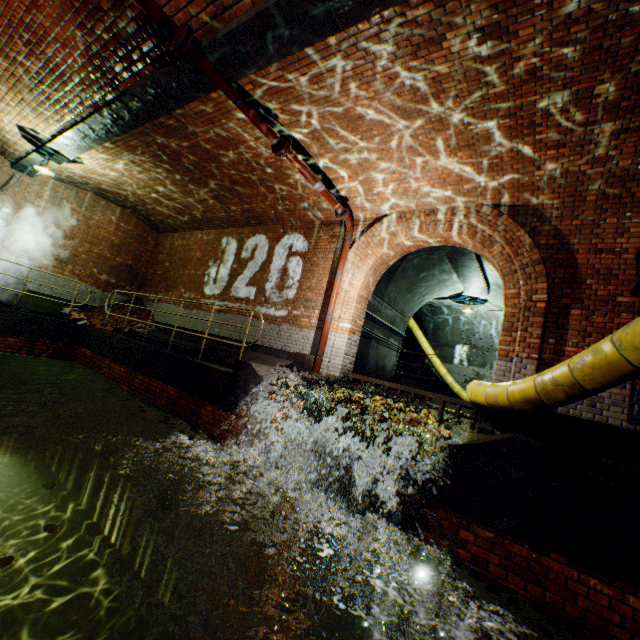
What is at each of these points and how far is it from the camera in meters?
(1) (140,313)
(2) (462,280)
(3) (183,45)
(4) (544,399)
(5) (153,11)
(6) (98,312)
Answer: (1) brick pile, 12.6
(2) building tunnel, 11.1
(3) pipe end, 4.1
(4) large conduit, 3.7
(5) pipe, 3.9
(6) brick pile, 12.1

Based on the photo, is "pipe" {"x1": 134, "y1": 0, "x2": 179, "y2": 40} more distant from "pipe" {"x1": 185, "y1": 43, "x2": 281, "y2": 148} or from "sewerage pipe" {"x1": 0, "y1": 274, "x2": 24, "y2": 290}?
"sewerage pipe" {"x1": 0, "y1": 274, "x2": 24, "y2": 290}

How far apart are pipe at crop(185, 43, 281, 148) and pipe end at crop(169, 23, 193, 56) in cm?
1

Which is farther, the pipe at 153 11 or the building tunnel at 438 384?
the building tunnel at 438 384

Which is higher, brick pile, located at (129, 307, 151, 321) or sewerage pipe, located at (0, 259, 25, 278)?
sewerage pipe, located at (0, 259, 25, 278)

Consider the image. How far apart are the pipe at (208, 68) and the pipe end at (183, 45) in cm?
1

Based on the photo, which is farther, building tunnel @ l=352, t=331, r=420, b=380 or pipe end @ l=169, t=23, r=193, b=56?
building tunnel @ l=352, t=331, r=420, b=380

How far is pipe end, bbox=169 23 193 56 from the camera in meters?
4.1 m
